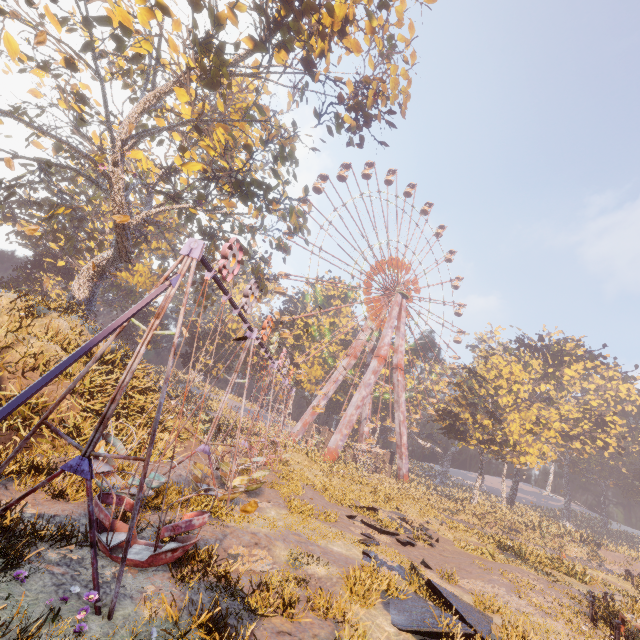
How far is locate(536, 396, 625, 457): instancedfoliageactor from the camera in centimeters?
4562cm

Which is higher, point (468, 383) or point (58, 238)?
point (468, 383)

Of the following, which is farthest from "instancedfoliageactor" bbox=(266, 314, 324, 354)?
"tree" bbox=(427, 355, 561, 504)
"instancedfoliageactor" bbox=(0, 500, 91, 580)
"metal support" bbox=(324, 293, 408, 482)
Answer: "instancedfoliageactor" bbox=(0, 500, 91, 580)

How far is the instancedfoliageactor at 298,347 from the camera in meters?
51.2 m

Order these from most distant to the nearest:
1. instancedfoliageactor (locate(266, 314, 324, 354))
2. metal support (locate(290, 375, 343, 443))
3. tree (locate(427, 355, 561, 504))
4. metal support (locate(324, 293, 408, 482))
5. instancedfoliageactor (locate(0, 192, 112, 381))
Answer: instancedfoliageactor (locate(266, 314, 324, 354))
metal support (locate(290, 375, 343, 443))
metal support (locate(324, 293, 408, 482))
tree (locate(427, 355, 561, 504))
instancedfoliageactor (locate(0, 192, 112, 381))

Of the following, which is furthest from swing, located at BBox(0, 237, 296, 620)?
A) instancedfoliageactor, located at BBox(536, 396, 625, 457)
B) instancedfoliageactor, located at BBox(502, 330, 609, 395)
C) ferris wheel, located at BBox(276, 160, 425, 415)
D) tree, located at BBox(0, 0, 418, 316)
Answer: instancedfoliageactor, located at BBox(502, 330, 609, 395)

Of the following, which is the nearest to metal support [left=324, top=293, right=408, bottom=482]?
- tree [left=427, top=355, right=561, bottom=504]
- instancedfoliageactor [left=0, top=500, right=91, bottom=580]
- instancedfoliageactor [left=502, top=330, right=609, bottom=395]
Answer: tree [left=427, top=355, right=561, bottom=504]

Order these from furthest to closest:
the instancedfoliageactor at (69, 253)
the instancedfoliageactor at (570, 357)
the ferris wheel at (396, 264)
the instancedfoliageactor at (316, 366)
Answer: the instancedfoliageactor at (570, 357) → the instancedfoliageactor at (316, 366) → the ferris wheel at (396, 264) → the instancedfoliageactor at (69, 253)
